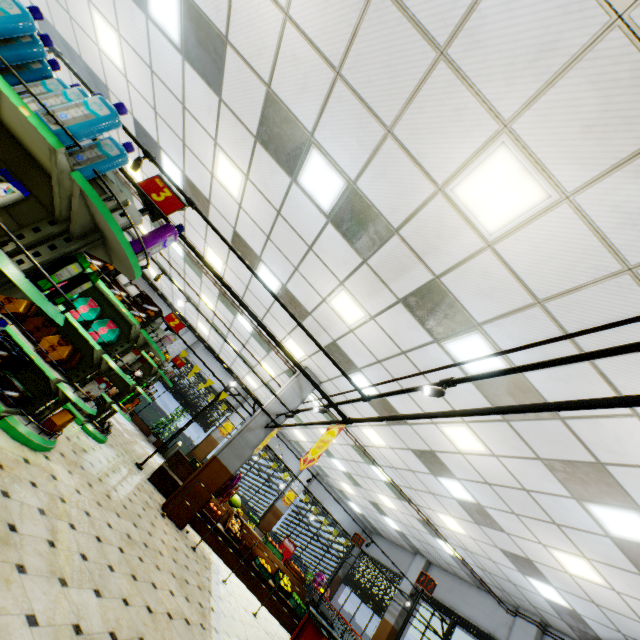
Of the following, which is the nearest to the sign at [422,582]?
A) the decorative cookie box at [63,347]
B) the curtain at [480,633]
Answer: the decorative cookie box at [63,347]

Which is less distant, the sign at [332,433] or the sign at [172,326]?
the sign at [332,433]

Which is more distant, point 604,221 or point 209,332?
point 209,332

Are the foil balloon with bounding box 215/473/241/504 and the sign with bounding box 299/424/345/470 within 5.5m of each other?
yes

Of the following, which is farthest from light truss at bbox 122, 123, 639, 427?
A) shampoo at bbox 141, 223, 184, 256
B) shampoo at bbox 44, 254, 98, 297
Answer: shampoo at bbox 44, 254, 98, 297

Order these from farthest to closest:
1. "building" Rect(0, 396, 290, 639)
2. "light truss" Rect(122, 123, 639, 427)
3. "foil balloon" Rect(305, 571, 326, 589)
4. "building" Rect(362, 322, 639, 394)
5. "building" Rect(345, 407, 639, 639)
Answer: Answer: "foil balloon" Rect(305, 571, 326, 589) < "building" Rect(345, 407, 639, 639) < "building" Rect(362, 322, 639, 394) < "building" Rect(0, 396, 290, 639) < "light truss" Rect(122, 123, 639, 427)

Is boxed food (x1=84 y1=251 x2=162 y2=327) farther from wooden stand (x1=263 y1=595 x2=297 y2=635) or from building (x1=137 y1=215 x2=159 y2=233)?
wooden stand (x1=263 y1=595 x2=297 y2=635)

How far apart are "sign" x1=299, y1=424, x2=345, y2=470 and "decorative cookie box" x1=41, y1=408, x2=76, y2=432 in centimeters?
333cm
